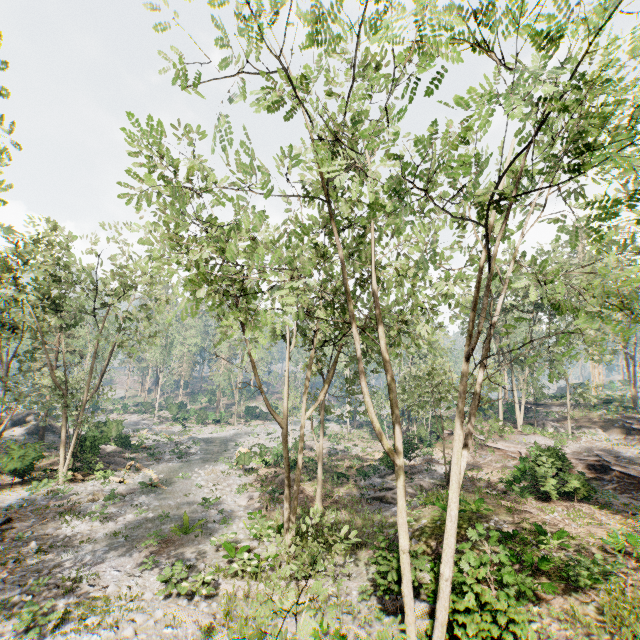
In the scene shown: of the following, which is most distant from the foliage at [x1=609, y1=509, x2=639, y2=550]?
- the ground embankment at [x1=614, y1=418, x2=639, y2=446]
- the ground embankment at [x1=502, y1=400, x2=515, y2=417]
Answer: the ground embankment at [x1=502, y1=400, x2=515, y2=417]

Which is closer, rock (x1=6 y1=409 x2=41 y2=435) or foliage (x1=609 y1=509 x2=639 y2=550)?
foliage (x1=609 y1=509 x2=639 y2=550)

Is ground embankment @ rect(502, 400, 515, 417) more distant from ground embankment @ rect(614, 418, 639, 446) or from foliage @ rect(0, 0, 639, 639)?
ground embankment @ rect(614, 418, 639, 446)

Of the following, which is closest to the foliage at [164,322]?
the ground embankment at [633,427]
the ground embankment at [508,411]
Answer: the ground embankment at [633,427]

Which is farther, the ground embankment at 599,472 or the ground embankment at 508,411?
the ground embankment at 508,411

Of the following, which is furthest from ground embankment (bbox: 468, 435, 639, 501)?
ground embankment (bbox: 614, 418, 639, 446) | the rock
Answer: the rock

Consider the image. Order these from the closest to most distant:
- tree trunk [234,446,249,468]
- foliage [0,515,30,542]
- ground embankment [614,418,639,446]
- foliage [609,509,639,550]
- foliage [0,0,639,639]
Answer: foliage [0,0,639,639] < foliage [609,509,639,550] < foliage [0,515,30,542] < tree trunk [234,446,249,468] < ground embankment [614,418,639,446]

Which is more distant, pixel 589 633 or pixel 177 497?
pixel 177 497
